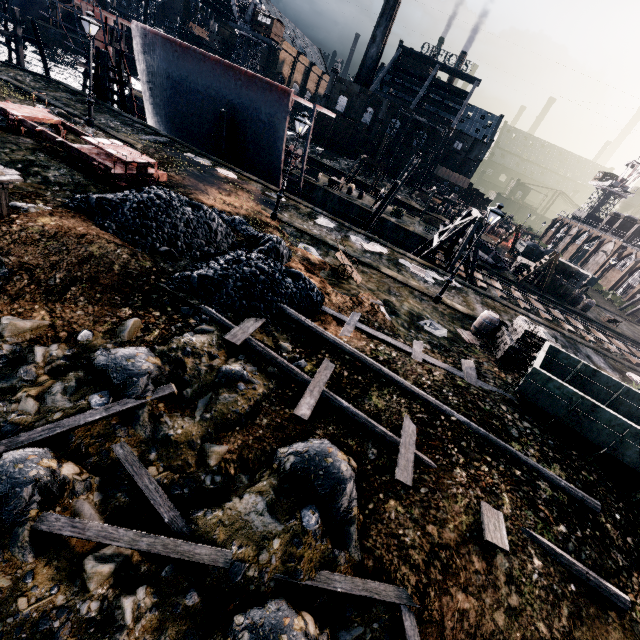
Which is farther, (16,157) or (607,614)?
(16,157)

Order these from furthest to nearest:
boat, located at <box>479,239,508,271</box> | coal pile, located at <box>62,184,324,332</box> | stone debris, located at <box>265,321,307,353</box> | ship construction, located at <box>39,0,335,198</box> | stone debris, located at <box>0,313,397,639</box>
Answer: boat, located at <box>479,239,508,271</box>, ship construction, located at <box>39,0,335,198</box>, coal pile, located at <box>62,184,324,332</box>, stone debris, located at <box>265,321,307,353</box>, stone debris, located at <box>0,313,397,639</box>

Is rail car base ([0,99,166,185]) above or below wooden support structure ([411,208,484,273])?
below

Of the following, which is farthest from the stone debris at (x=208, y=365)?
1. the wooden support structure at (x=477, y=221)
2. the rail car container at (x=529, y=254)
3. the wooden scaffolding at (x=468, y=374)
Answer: the rail car container at (x=529, y=254)

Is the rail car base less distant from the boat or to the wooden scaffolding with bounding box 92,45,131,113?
the wooden scaffolding with bounding box 92,45,131,113

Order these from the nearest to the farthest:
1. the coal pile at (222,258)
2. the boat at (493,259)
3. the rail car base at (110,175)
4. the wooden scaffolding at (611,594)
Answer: the wooden scaffolding at (611,594), the coal pile at (222,258), the rail car base at (110,175), the boat at (493,259)

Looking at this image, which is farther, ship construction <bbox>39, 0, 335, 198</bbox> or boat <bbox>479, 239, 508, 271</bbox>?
boat <bbox>479, 239, 508, 271</bbox>

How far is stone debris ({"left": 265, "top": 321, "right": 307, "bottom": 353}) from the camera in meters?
10.0
